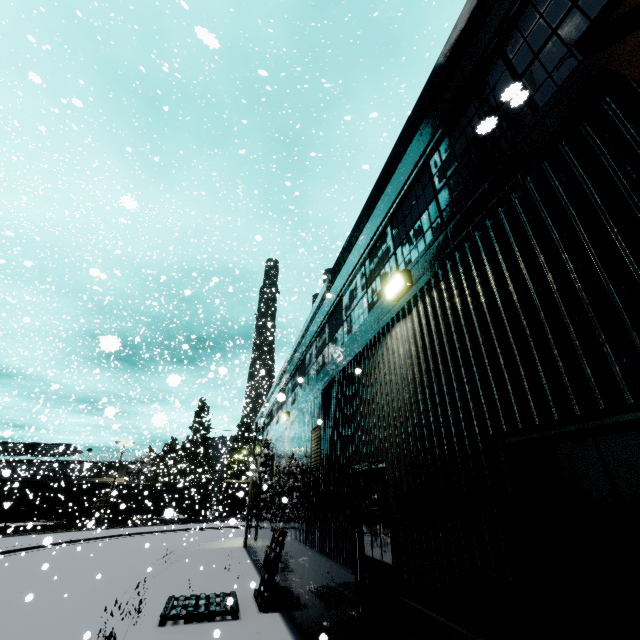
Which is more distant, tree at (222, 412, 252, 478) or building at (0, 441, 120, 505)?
tree at (222, 412, 252, 478)

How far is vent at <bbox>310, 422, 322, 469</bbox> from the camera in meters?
7.5 m

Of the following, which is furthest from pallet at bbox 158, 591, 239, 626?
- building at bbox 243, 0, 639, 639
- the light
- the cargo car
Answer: the cargo car

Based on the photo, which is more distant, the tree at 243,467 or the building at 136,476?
the tree at 243,467

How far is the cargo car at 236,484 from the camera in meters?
42.4

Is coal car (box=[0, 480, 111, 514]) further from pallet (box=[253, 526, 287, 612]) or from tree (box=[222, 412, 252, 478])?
pallet (box=[253, 526, 287, 612])

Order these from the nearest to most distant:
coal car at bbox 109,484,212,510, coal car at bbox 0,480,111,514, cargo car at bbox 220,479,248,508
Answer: coal car at bbox 0,480,111,514 < coal car at bbox 109,484,212,510 < cargo car at bbox 220,479,248,508

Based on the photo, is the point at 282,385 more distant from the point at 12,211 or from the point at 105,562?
the point at 12,211
